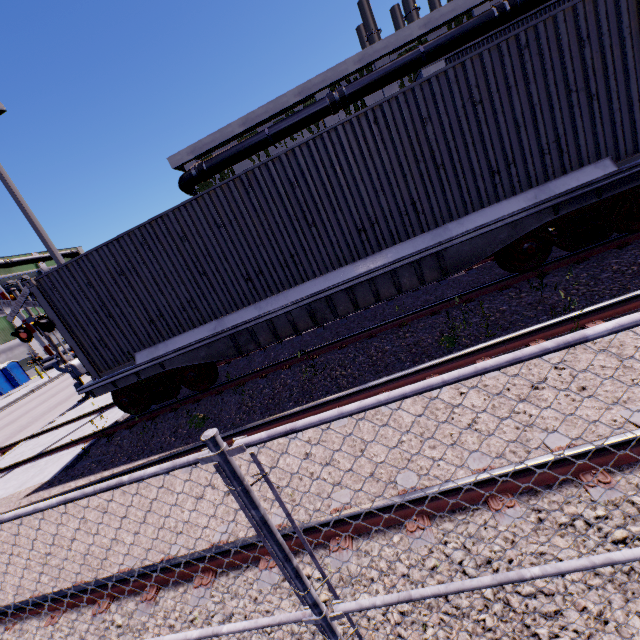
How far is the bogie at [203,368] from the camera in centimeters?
755cm

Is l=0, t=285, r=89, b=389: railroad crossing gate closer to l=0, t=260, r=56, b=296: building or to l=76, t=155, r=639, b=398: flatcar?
l=0, t=260, r=56, b=296: building

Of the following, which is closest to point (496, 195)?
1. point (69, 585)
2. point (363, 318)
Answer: point (363, 318)

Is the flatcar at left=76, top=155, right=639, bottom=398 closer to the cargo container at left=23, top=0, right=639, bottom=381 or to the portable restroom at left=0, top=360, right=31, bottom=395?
the cargo container at left=23, top=0, right=639, bottom=381

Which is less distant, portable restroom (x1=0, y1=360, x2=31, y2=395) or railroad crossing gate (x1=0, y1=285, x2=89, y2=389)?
railroad crossing gate (x1=0, y1=285, x2=89, y2=389)

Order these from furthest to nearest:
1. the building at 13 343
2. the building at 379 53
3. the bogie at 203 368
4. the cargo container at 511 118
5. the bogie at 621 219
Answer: the building at 13 343
the building at 379 53
the bogie at 203 368
the bogie at 621 219
the cargo container at 511 118

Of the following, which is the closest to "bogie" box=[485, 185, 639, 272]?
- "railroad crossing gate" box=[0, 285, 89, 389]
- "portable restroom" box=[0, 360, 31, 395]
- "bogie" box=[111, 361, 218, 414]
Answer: "bogie" box=[111, 361, 218, 414]

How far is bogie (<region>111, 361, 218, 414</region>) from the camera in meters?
7.6
